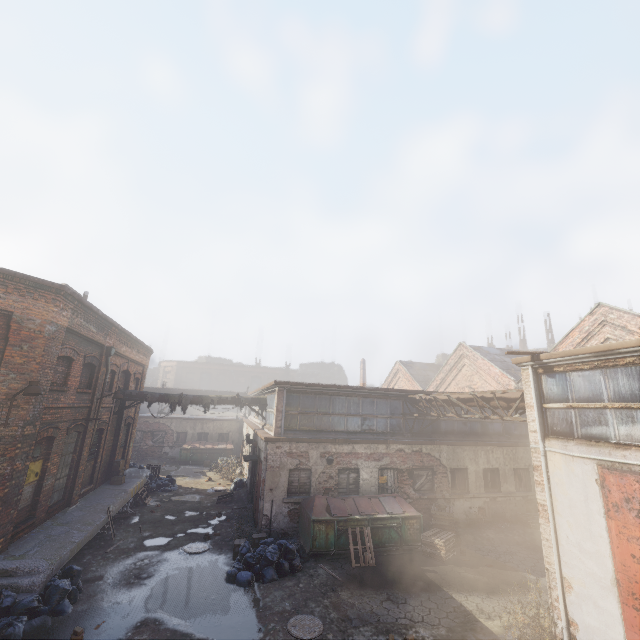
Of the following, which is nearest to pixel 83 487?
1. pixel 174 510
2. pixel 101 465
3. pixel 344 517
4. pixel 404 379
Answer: pixel 101 465

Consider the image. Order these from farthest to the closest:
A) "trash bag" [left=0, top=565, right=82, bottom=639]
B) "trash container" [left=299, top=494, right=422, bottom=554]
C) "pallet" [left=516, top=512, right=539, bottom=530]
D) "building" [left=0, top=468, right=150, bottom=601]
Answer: "pallet" [left=516, top=512, right=539, bottom=530] < "trash container" [left=299, top=494, right=422, bottom=554] < "building" [left=0, top=468, right=150, bottom=601] < "trash bag" [left=0, top=565, right=82, bottom=639]

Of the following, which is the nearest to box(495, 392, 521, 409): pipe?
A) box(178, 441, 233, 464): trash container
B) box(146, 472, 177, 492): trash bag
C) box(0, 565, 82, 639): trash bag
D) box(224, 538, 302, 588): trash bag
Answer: box(224, 538, 302, 588): trash bag

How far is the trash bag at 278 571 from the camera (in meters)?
9.62

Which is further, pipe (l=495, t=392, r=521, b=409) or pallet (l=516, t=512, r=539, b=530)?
pallet (l=516, t=512, r=539, b=530)

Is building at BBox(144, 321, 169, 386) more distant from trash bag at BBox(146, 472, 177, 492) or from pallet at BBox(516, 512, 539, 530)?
pallet at BBox(516, 512, 539, 530)

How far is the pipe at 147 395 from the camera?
17.4 meters

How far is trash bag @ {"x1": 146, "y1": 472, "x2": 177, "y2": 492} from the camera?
19.1 meters
